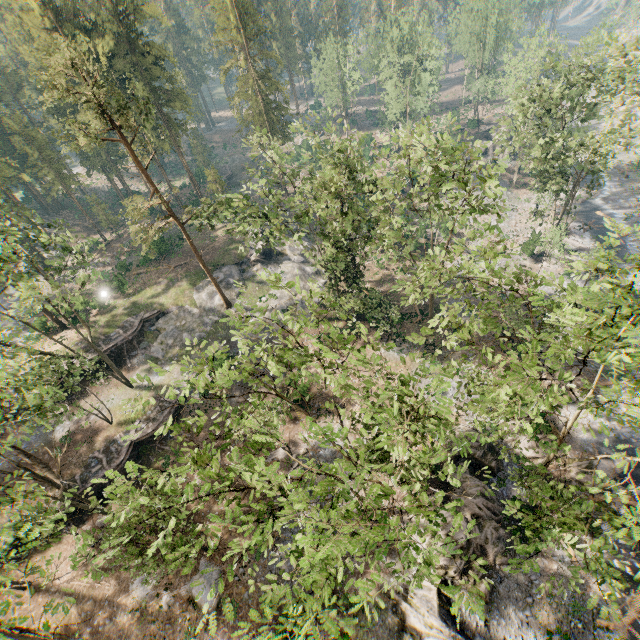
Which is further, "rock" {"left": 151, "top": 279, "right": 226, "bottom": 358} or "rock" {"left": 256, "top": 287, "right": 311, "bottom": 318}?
"rock" {"left": 256, "top": 287, "right": 311, "bottom": 318}

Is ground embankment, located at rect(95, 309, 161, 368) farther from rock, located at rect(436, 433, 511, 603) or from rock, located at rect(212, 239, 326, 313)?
rock, located at rect(436, 433, 511, 603)

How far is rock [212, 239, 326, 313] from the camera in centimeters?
3959cm

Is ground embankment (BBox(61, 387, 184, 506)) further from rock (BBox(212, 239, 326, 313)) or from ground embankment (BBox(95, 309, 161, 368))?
ground embankment (BBox(95, 309, 161, 368))

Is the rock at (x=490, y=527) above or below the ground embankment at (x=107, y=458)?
below

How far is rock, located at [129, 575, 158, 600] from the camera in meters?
22.0 m

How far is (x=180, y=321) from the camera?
37.2m

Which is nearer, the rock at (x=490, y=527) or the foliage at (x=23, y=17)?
the foliage at (x=23, y=17)
